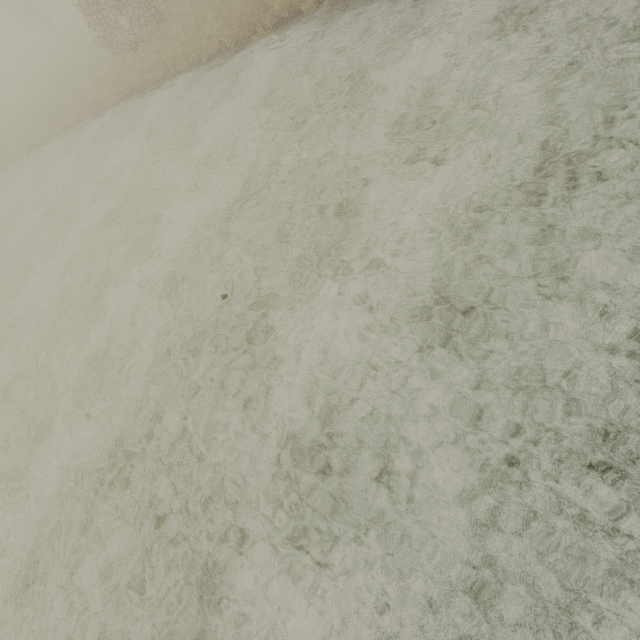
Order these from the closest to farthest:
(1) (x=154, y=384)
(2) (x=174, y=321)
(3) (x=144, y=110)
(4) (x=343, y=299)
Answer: (4) (x=343, y=299)
(1) (x=154, y=384)
(2) (x=174, y=321)
(3) (x=144, y=110)
